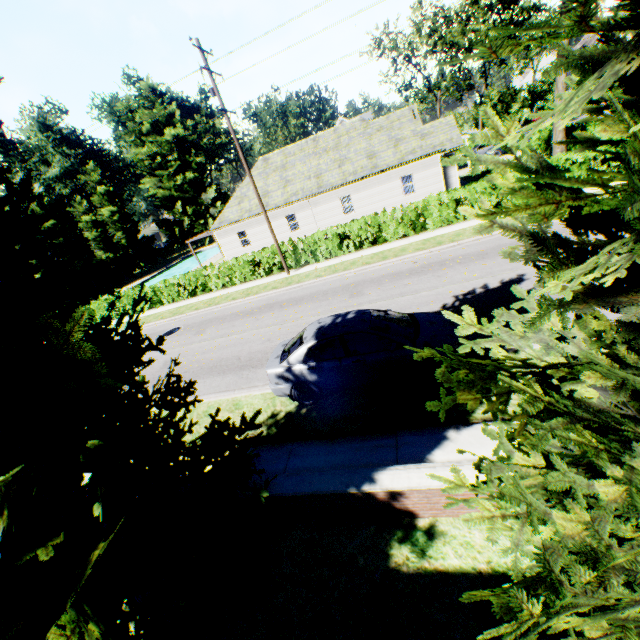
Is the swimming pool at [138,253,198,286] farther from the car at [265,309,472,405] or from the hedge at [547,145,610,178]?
the hedge at [547,145,610,178]

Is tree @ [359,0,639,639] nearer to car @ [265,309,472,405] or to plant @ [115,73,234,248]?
plant @ [115,73,234,248]

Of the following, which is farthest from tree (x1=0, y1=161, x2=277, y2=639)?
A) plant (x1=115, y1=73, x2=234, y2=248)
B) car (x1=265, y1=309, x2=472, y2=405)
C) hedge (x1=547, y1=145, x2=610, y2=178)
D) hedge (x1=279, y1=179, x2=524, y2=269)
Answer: hedge (x1=547, y1=145, x2=610, y2=178)

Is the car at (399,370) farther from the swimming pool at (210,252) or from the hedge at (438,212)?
the swimming pool at (210,252)

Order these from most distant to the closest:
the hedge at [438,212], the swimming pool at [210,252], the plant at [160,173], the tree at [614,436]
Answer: the swimming pool at [210,252], the plant at [160,173], the hedge at [438,212], the tree at [614,436]

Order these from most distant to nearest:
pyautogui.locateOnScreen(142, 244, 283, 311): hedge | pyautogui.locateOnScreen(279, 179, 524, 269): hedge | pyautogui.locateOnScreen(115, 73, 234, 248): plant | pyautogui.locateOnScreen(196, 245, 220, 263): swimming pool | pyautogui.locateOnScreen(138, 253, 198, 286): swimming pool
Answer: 1. pyautogui.locateOnScreen(196, 245, 220, 263): swimming pool
2. pyautogui.locateOnScreen(115, 73, 234, 248): plant
3. pyautogui.locateOnScreen(138, 253, 198, 286): swimming pool
4. pyautogui.locateOnScreen(142, 244, 283, 311): hedge
5. pyautogui.locateOnScreen(279, 179, 524, 269): hedge

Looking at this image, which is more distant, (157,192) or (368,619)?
(157,192)

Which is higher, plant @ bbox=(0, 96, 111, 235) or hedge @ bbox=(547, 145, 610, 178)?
plant @ bbox=(0, 96, 111, 235)
